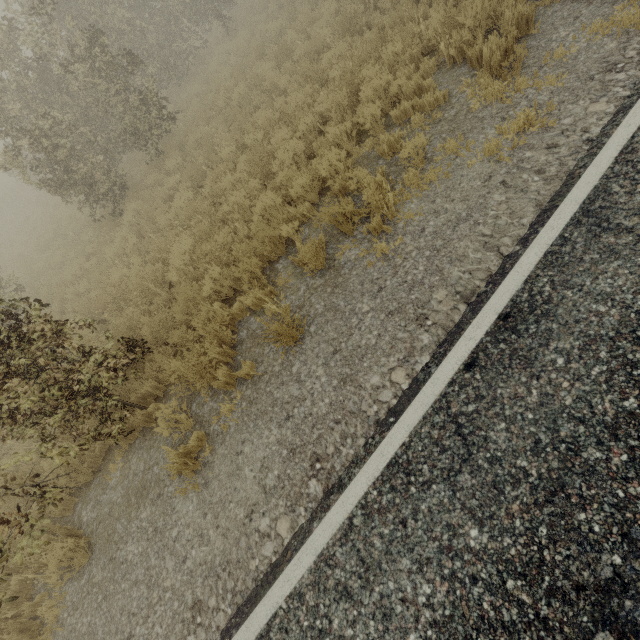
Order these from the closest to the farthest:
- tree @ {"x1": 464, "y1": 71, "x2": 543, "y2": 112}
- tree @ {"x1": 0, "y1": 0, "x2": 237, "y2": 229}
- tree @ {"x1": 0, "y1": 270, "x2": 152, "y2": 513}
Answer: tree @ {"x1": 0, "y1": 270, "x2": 152, "y2": 513}
tree @ {"x1": 464, "y1": 71, "x2": 543, "y2": 112}
tree @ {"x1": 0, "y1": 0, "x2": 237, "y2": 229}

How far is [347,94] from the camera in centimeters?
655cm

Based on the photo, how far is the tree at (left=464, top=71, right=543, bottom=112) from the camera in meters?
4.5 m

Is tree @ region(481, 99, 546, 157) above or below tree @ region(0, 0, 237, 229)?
below

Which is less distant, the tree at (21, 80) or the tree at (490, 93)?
the tree at (490, 93)

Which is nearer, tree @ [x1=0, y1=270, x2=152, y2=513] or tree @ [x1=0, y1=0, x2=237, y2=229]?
tree @ [x1=0, y1=270, x2=152, y2=513]
